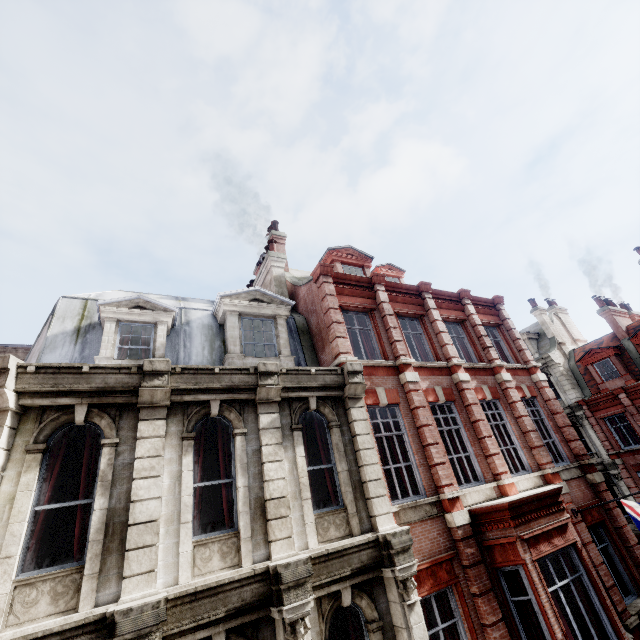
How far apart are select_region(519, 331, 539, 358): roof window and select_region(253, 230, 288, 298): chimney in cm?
2536

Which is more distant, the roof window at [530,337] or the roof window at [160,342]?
the roof window at [530,337]

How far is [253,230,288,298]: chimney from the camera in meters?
13.0

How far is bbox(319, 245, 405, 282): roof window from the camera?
14.54m

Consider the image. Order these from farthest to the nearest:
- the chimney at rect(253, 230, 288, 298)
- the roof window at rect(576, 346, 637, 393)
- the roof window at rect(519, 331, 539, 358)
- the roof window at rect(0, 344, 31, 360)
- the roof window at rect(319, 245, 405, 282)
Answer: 1. the roof window at rect(519, 331, 539, 358)
2. the roof window at rect(576, 346, 637, 393)
3. the roof window at rect(319, 245, 405, 282)
4. the chimney at rect(253, 230, 288, 298)
5. the roof window at rect(0, 344, 31, 360)

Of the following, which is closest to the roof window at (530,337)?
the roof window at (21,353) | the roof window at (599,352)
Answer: the roof window at (599,352)

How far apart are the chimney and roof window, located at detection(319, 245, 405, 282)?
1.89m

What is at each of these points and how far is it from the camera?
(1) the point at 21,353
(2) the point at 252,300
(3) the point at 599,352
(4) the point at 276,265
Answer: (1) roof window, 8.8m
(2) roof window, 10.6m
(3) roof window, 23.9m
(4) chimney, 13.4m
